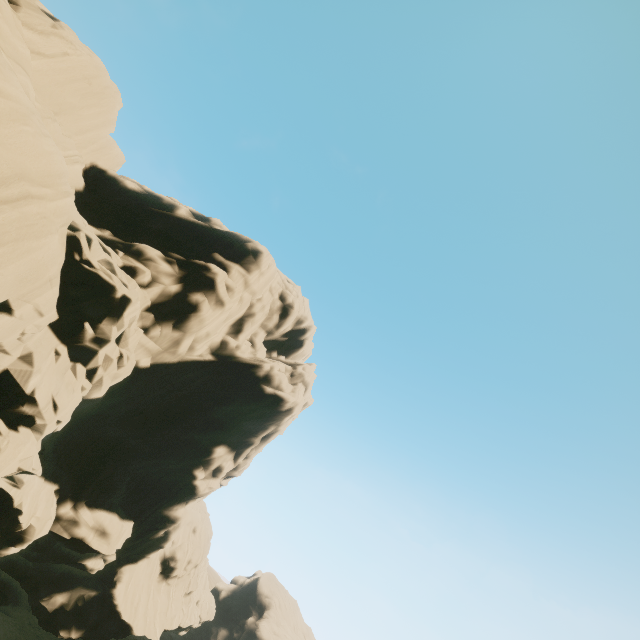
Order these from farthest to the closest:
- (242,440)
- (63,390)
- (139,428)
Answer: (242,440) < (139,428) < (63,390)
